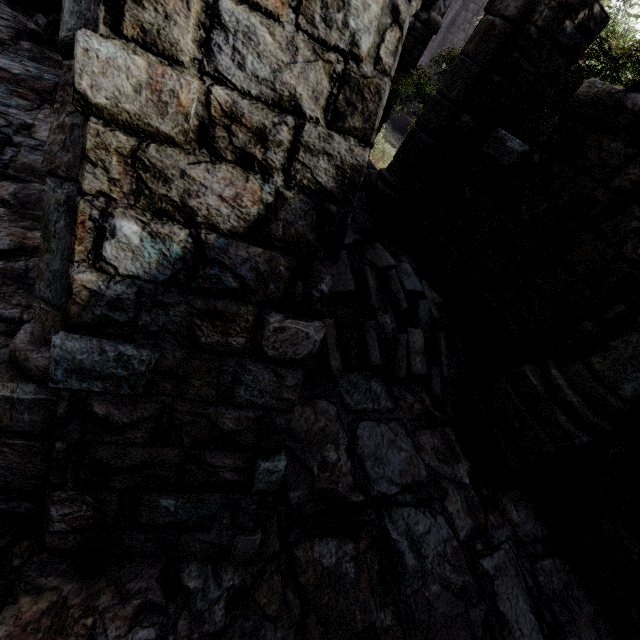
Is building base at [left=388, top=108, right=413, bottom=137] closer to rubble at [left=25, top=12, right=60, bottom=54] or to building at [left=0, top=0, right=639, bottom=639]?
building at [left=0, top=0, right=639, bottom=639]

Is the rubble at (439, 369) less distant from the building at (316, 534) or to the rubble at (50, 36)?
the building at (316, 534)

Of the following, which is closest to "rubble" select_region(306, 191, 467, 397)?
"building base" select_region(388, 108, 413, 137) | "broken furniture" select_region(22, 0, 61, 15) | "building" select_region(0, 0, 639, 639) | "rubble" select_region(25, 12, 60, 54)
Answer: "building" select_region(0, 0, 639, 639)

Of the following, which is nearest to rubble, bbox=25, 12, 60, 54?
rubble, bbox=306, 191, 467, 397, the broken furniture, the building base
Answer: the broken furniture

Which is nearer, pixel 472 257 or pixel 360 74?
pixel 360 74

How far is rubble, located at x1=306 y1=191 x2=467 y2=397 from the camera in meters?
4.3 m

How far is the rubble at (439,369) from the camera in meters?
4.3 m

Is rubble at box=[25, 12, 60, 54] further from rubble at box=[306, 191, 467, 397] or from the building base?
the building base
